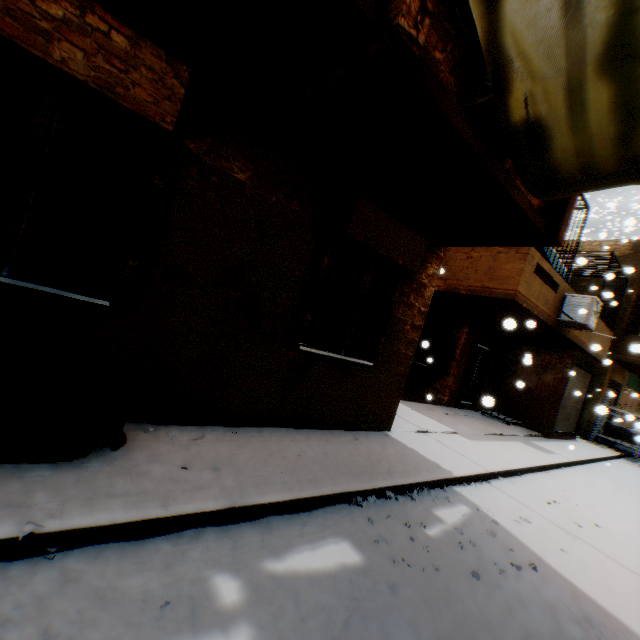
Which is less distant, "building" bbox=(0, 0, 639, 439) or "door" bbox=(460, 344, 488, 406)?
"building" bbox=(0, 0, 639, 439)

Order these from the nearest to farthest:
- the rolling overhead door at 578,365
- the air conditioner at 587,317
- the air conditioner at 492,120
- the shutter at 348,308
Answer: the air conditioner at 492,120 < the shutter at 348,308 < the air conditioner at 587,317 < the rolling overhead door at 578,365

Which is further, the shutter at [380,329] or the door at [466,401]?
the door at [466,401]

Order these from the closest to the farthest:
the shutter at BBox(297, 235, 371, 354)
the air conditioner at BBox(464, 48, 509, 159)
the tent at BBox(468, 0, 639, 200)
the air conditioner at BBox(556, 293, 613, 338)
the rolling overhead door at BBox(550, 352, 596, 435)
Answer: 1. the tent at BBox(468, 0, 639, 200)
2. the air conditioner at BBox(464, 48, 509, 159)
3. the shutter at BBox(297, 235, 371, 354)
4. the air conditioner at BBox(556, 293, 613, 338)
5. the rolling overhead door at BBox(550, 352, 596, 435)

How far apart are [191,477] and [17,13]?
3.55m

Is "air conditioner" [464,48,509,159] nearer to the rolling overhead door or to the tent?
the tent

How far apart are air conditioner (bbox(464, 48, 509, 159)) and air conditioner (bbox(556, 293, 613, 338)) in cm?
757

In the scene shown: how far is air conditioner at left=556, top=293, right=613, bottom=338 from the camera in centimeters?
880cm
